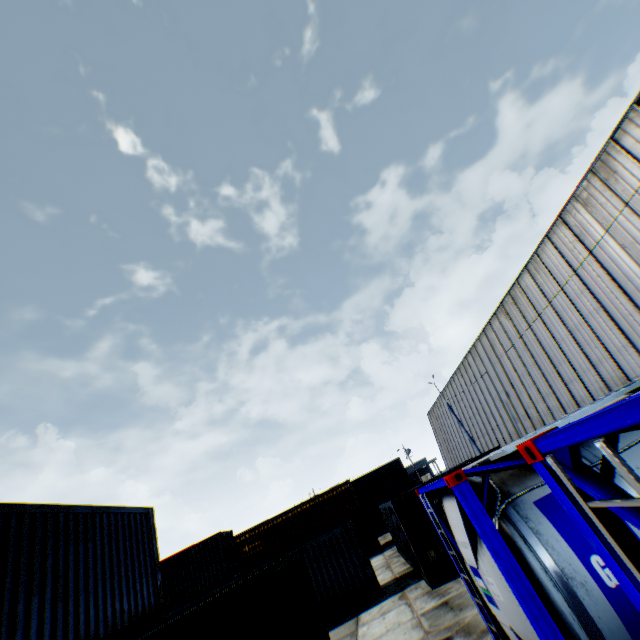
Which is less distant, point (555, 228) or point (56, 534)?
point (56, 534)

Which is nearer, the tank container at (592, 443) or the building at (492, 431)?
the tank container at (592, 443)

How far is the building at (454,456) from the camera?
39.25m

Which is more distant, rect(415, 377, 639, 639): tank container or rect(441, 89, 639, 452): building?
rect(441, 89, 639, 452): building

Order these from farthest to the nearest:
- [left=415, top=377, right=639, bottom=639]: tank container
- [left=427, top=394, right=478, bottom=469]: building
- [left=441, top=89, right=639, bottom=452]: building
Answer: [left=427, top=394, right=478, bottom=469]: building < [left=441, top=89, right=639, bottom=452]: building < [left=415, top=377, right=639, bottom=639]: tank container

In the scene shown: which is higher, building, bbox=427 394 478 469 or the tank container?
building, bbox=427 394 478 469
